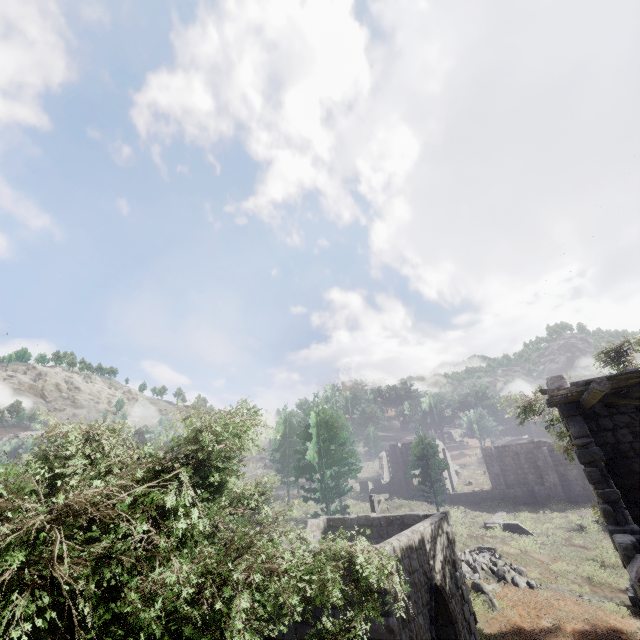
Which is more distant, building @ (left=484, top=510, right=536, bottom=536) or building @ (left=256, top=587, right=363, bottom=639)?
building @ (left=484, top=510, right=536, bottom=536)

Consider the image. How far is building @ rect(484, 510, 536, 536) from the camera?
25.2 meters

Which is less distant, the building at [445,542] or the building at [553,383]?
the building at [445,542]

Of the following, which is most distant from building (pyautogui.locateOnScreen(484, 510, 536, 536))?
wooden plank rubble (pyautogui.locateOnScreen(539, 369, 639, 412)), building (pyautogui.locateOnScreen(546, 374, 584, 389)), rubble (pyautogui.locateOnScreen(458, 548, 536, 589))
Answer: wooden plank rubble (pyautogui.locateOnScreen(539, 369, 639, 412))

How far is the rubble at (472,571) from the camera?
17.03m

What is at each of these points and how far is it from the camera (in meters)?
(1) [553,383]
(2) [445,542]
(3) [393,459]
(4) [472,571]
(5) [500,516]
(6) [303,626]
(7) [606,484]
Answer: (1) building, 10.16
(2) building, 11.17
(3) building, 40.66
(4) rubble, 18.41
(5) building, 28.88
(6) building, 8.41
(7) building, 8.26

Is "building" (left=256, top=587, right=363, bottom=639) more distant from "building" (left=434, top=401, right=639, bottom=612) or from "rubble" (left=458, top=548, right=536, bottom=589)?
"building" (left=434, top=401, right=639, bottom=612)

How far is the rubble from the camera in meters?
17.0
